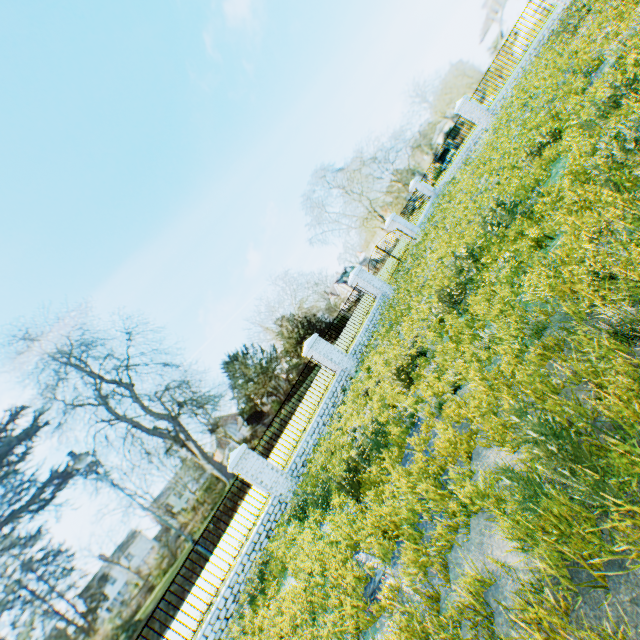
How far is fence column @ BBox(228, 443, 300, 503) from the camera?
10.4m

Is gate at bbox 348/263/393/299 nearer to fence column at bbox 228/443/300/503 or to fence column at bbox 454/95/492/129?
fence column at bbox 228/443/300/503

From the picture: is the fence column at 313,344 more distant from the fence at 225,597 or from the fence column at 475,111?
the fence column at 475,111

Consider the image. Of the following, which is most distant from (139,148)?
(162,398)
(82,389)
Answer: (162,398)

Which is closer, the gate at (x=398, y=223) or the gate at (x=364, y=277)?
the gate at (x=364, y=277)

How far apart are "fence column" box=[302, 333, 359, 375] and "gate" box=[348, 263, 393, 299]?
4.4m

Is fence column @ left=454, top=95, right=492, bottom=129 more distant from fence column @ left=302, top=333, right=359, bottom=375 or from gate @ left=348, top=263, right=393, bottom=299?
fence column @ left=302, top=333, right=359, bottom=375

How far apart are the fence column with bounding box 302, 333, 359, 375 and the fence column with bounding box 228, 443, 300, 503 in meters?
Result: 4.5 m
